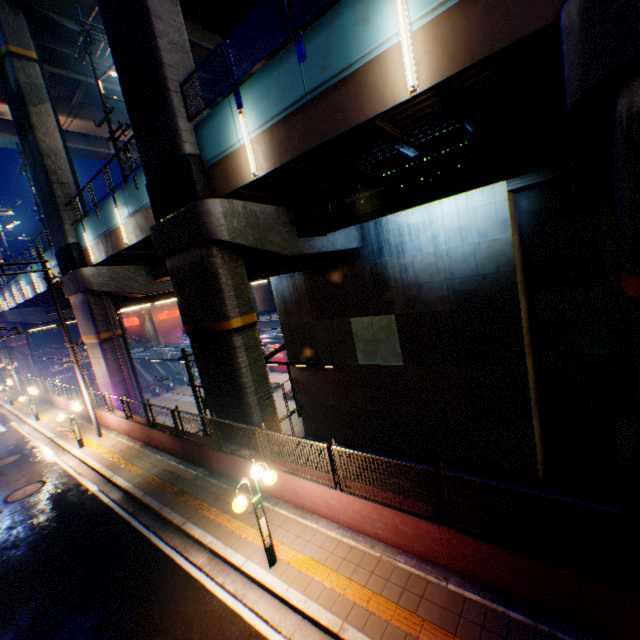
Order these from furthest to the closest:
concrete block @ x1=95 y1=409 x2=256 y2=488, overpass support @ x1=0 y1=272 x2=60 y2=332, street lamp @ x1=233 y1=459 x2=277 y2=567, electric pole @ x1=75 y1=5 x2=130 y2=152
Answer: overpass support @ x1=0 y1=272 x2=60 y2=332, electric pole @ x1=75 y1=5 x2=130 y2=152, concrete block @ x1=95 y1=409 x2=256 y2=488, street lamp @ x1=233 y1=459 x2=277 y2=567

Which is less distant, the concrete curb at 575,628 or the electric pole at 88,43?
the concrete curb at 575,628

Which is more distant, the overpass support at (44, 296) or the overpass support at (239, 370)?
the overpass support at (44, 296)

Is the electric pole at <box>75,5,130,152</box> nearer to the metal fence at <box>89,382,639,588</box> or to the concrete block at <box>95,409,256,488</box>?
the metal fence at <box>89,382,639,588</box>

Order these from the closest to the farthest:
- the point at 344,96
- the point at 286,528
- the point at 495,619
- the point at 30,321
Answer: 1. the point at 495,619
2. the point at 344,96
3. the point at 286,528
4. the point at 30,321

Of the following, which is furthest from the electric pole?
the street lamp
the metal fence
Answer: the street lamp

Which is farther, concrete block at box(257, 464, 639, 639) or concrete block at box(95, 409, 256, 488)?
concrete block at box(95, 409, 256, 488)

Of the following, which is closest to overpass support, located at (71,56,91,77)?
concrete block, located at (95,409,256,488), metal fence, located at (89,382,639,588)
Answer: metal fence, located at (89,382,639,588)
